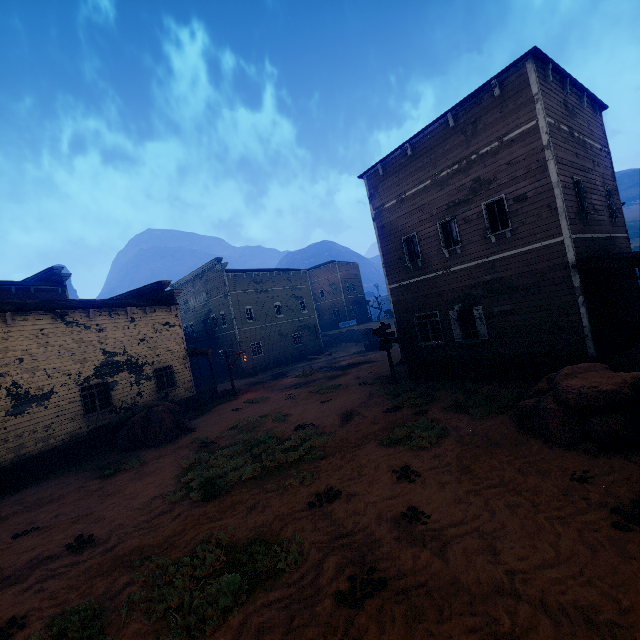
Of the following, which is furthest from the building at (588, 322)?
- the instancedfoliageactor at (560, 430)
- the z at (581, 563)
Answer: the instancedfoliageactor at (560, 430)

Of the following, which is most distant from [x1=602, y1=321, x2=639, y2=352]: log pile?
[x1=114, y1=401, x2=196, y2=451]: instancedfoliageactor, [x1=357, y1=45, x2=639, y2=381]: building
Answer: [x1=114, y1=401, x2=196, y2=451]: instancedfoliageactor

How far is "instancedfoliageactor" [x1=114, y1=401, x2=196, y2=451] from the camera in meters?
14.9 m

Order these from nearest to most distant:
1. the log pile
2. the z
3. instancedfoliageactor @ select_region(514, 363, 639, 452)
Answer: the z, instancedfoliageactor @ select_region(514, 363, 639, 452), the log pile

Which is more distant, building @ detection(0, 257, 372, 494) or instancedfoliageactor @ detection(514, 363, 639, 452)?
building @ detection(0, 257, 372, 494)

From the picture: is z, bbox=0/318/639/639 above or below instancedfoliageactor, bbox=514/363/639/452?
A: below

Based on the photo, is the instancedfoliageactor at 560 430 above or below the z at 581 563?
above

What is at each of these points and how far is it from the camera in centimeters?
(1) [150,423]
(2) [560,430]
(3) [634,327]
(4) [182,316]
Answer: (1) instancedfoliageactor, 1514cm
(2) instancedfoliageactor, 737cm
(3) log pile, 1216cm
(4) building, 4181cm
